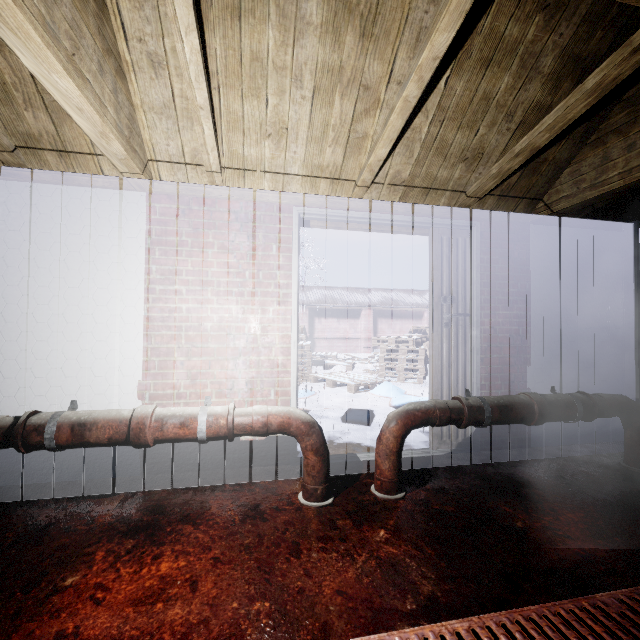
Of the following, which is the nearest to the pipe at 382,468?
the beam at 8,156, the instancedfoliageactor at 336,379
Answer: the instancedfoliageactor at 336,379

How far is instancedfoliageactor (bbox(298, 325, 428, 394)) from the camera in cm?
638

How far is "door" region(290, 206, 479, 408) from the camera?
2.49m

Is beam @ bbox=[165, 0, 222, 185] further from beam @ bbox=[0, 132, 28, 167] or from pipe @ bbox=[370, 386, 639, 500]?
pipe @ bbox=[370, 386, 639, 500]

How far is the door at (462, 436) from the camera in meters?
2.7 m

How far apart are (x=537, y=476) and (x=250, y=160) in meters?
3.0 m

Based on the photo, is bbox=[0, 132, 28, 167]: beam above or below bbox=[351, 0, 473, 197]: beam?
below

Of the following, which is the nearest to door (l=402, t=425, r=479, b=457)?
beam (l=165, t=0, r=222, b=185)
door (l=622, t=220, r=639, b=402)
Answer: beam (l=165, t=0, r=222, b=185)
